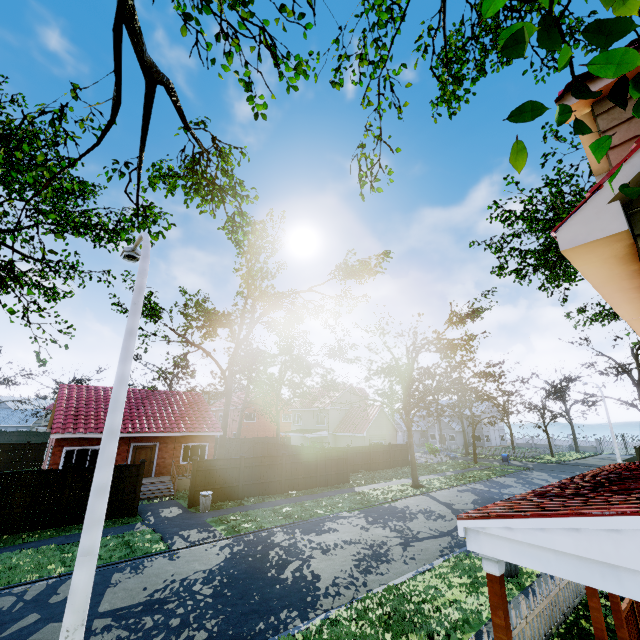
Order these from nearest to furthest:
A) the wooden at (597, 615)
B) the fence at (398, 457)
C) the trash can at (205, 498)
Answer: the wooden at (597, 615) < the trash can at (205, 498) < the fence at (398, 457)

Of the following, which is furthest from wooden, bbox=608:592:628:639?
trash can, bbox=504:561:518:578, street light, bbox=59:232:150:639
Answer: street light, bbox=59:232:150:639

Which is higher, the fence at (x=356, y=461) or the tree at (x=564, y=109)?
the tree at (x=564, y=109)

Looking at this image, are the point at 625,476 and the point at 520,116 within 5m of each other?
no

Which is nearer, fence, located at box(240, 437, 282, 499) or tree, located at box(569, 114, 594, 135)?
tree, located at box(569, 114, 594, 135)

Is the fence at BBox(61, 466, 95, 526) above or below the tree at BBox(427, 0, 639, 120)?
below

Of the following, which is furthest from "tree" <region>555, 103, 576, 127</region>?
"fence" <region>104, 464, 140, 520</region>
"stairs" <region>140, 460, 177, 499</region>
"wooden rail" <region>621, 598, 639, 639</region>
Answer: "fence" <region>104, 464, 140, 520</region>

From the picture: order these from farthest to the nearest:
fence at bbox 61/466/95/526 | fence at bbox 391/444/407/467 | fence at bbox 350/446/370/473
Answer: fence at bbox 391/444/407/467 → fence at bbox 350/446/370/473 → fence at bbox 61/466/95/526
